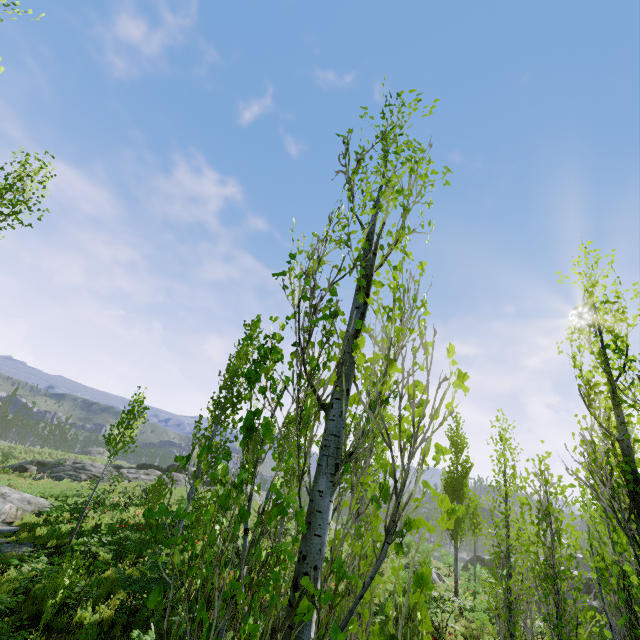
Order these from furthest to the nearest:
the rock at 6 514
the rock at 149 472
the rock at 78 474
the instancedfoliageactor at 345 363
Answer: the rock at 149 472 → the rock at 78 474 → the rock at 6 514 → the instancedfoliageactor at 345 363

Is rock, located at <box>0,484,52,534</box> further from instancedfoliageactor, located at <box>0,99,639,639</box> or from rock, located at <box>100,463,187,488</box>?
rock, located at <box>100,463,187,488</box>

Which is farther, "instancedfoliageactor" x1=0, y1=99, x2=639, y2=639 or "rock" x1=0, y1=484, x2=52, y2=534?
"rock" x1=0, y1=484, x2=52, y2=534

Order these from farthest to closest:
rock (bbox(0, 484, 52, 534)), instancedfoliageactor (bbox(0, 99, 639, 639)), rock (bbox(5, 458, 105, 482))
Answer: rock (bbox(5, 458, 105, 482)) → rock (bbox(0, 484, 52, 534)) → instancedfoliageactor (bbox(0, 99, 639, 639))

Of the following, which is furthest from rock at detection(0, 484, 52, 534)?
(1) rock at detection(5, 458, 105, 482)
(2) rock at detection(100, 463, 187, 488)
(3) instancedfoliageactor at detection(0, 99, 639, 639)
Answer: (2) rock at detection(100, 463, 187, 488)

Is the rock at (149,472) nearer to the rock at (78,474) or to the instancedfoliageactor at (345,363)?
the instancedfoliageactor at (345,363)

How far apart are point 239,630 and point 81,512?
16.7 meters
